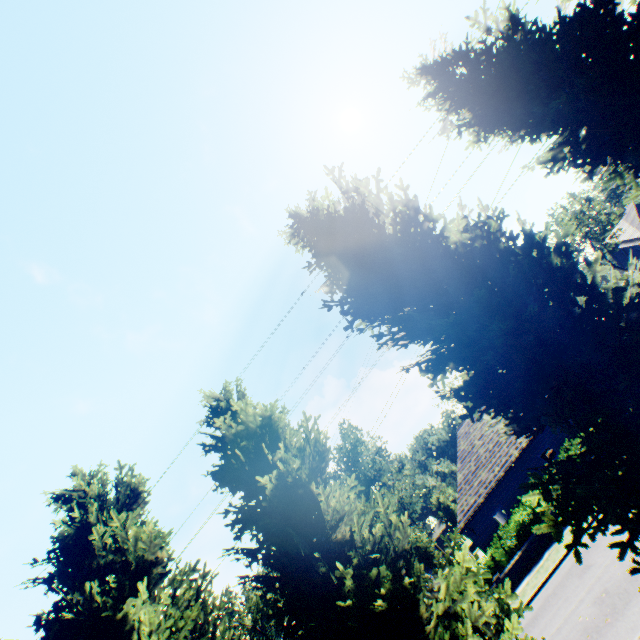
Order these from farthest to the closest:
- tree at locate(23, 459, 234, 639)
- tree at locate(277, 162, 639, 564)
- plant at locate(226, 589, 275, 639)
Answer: plant at locate(226, 589, 275, 639) → tree at locate(23, 459, 234, 639) → tree at locate(277, 162, 639, 564)

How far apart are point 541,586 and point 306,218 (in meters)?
18.91

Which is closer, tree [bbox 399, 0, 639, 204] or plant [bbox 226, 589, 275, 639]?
tree [bbox 399, 0, 639, 204]

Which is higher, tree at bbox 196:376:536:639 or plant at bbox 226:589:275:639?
plant at bbox 226:589:275:639

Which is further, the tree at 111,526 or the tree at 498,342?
the tree at 111,526
